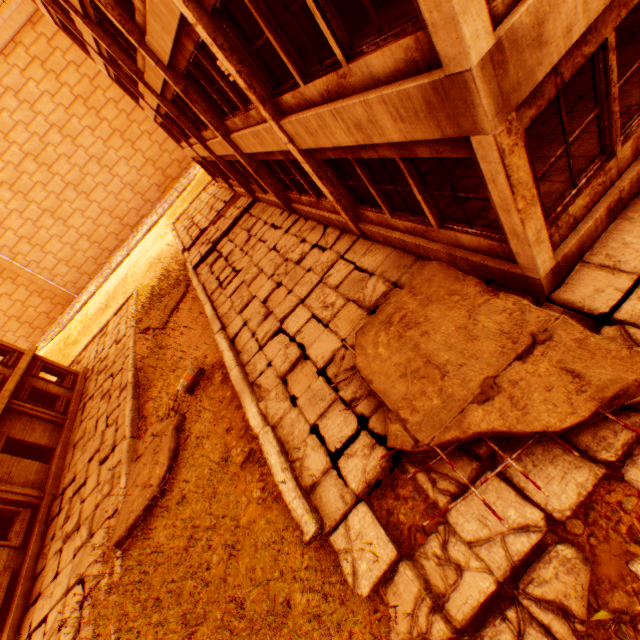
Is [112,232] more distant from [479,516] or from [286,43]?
[479,516]

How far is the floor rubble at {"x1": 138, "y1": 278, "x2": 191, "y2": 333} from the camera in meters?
16.5 m

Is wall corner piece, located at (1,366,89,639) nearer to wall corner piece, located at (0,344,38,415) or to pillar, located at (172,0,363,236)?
wall corner piece, located at (0,344,38,415)

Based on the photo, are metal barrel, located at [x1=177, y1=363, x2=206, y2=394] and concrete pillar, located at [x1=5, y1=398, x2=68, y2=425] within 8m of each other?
no

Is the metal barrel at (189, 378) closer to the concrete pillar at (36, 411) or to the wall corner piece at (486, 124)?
the wall corner piece at (486, 124)

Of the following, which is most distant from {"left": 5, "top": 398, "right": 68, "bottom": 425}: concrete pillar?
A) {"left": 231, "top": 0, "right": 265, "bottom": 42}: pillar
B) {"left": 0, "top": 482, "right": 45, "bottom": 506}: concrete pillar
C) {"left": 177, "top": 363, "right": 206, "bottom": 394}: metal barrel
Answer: {"left": 231, "top": 0, "right": 265, "bottom": 42}: pillar

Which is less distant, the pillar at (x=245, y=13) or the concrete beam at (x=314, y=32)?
the concrete beam at (x=314, y=32)

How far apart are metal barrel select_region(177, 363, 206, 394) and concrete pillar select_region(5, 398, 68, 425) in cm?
1188
